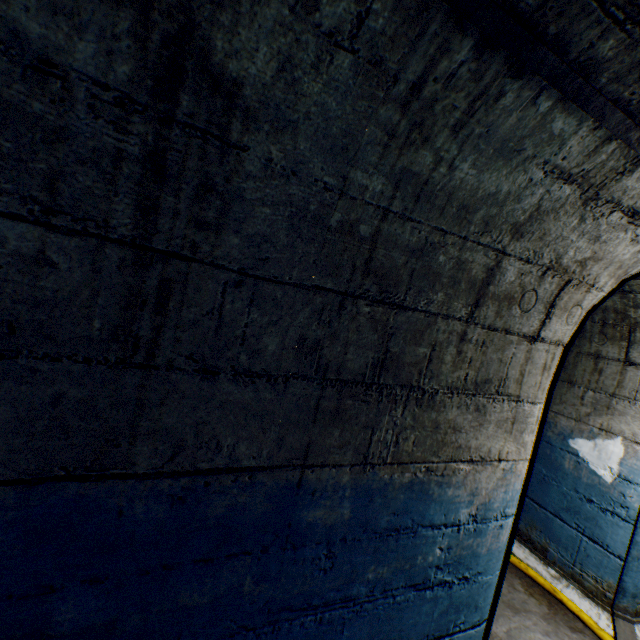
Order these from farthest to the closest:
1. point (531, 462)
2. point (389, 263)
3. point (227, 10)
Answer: point (531, 462), point (389, 263), point (227, 10)
